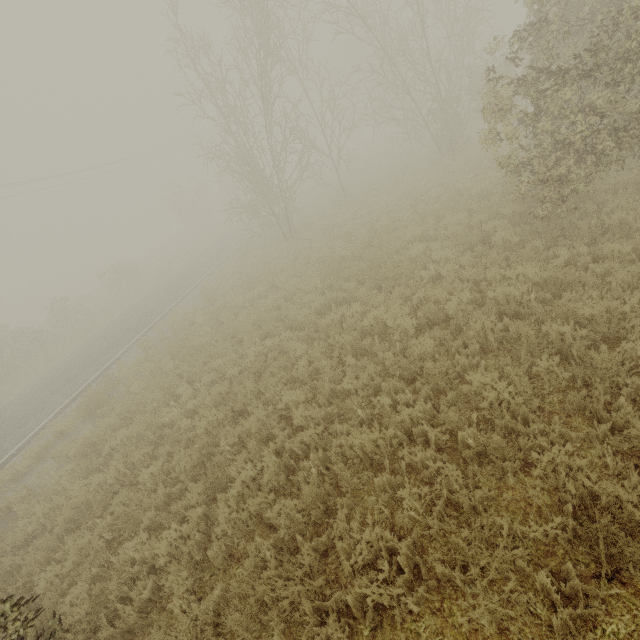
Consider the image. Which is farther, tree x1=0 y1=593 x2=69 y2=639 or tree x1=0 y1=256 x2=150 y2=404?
tree x1=0 y1=256 x2=150 y2=404

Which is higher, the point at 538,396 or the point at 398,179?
the point at 398,179

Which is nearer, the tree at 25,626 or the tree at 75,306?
the tree at 25,626
